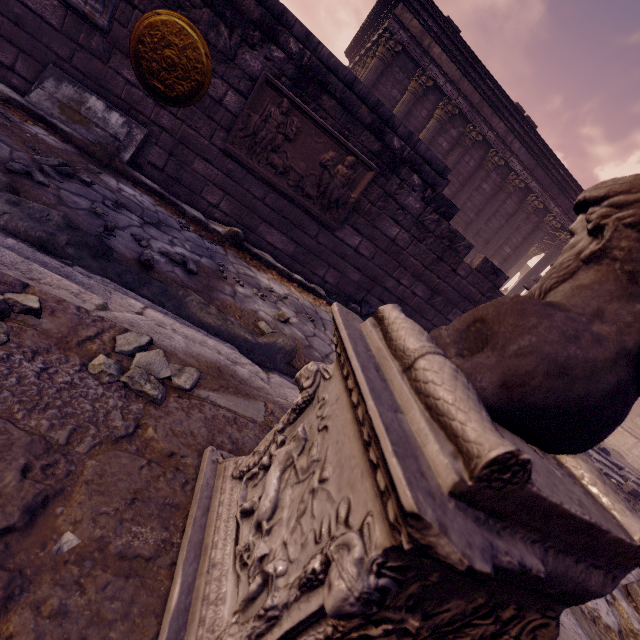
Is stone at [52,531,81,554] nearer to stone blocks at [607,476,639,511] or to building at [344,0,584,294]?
stone blocks at [607,476,639,511]

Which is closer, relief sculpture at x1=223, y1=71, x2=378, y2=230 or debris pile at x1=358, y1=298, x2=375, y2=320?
relief sculpture at x1=223, y1=71, x2=378, y2=230

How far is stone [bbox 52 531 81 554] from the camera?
0.7m

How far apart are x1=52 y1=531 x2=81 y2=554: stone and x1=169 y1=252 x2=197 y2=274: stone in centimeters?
266cm

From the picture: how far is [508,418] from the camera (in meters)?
0.62

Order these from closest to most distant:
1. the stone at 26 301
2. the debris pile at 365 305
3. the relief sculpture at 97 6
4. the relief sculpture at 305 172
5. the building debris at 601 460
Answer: the stone at 26 301
the relief sculpture at 97 6
the relief sculpture at 305 172
the debris pile at 365 305
the building debris at 601 460

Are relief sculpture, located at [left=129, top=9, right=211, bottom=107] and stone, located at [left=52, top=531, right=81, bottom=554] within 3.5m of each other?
no

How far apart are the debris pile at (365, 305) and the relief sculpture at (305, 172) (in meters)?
1.11
